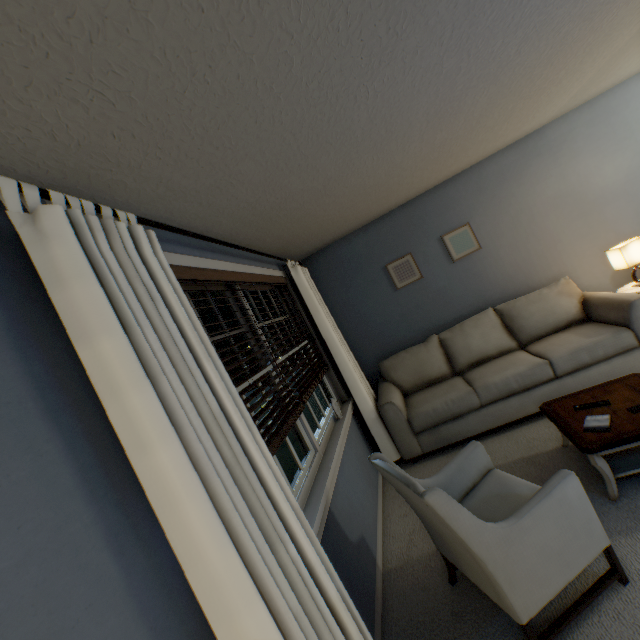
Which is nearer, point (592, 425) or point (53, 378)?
point (53, 378)

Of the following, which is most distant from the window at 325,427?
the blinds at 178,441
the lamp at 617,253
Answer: the lamp at 617,253

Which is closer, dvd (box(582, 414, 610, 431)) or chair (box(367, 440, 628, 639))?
chair (box(367, 440, 628, 639))

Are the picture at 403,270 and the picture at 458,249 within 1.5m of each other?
yes

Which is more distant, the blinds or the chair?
the chair

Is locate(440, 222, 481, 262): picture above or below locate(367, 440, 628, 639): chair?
above

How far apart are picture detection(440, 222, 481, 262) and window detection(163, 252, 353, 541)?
2.0m

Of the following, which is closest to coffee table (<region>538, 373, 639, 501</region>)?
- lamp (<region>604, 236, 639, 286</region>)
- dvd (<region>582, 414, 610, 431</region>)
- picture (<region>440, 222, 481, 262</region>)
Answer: dvd (<region>582, 414, 610, 431</region>)
